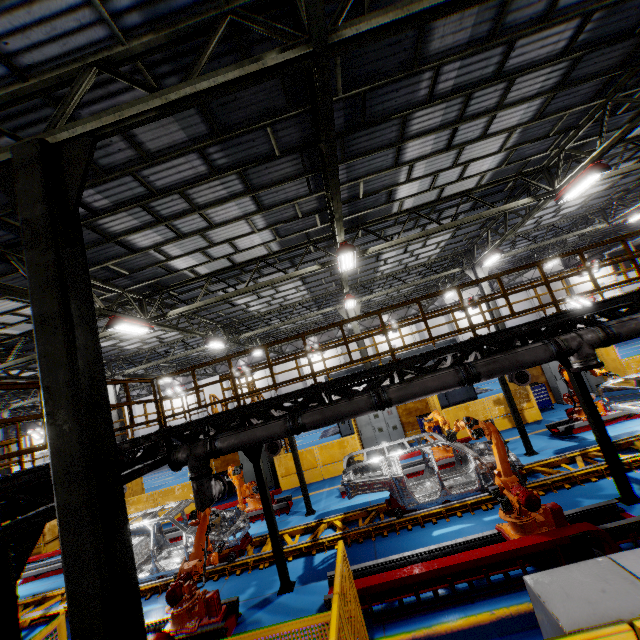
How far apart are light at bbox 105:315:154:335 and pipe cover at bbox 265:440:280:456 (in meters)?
5.76

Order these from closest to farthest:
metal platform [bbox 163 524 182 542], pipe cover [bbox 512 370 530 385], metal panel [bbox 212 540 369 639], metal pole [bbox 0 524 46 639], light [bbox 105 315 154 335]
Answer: metal panel [bbox 212 540 369 639]
metal pole [bbox 0 524 46 639]
light [bbox 105 315 154 335]
pipe cover [bbox 512 370 530 385]
metal platform [bbox 163 524 182 542]

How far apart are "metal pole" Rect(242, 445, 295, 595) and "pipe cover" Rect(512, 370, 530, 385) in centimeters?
858cm

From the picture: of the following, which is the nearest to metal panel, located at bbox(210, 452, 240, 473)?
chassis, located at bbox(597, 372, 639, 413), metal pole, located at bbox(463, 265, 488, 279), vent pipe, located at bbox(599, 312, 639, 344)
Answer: metal pole, located at bbox(463, 265, 488, 279)

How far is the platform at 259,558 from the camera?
8.6m

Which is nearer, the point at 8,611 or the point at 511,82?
the point at 8,611

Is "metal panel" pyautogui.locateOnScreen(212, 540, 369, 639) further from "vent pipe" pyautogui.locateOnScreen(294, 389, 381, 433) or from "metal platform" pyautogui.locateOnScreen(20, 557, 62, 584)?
"vent pipe" pyautogui.locateOnScreen(294, 389, 381, 433)

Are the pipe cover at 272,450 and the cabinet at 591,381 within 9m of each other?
no
